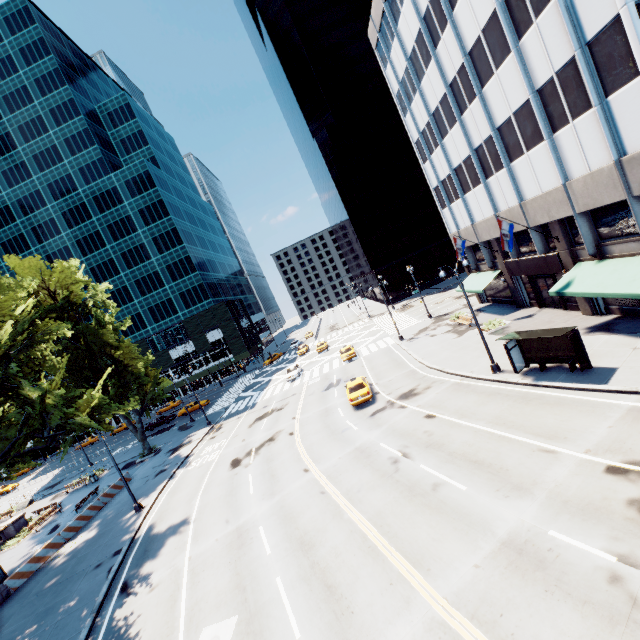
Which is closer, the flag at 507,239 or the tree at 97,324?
the tree at 97,324

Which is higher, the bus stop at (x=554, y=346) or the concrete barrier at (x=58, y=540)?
the bus stop at (x=554, y=346)

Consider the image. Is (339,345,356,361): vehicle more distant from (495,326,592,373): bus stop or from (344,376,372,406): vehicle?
(495,326,592,373): bus stop

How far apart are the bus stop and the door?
9.5m

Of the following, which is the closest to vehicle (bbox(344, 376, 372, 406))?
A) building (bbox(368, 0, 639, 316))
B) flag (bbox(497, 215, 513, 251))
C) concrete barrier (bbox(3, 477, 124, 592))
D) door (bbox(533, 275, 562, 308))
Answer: flag (bbox(497, 215, 513, 251))

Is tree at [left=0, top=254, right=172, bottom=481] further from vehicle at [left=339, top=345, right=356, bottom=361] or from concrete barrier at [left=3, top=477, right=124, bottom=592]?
vehicle at [left=339, top=345, right=356, bottom=361]

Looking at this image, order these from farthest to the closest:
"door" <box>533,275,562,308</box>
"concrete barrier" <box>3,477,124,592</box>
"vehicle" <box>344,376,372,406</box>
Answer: "door" <box>533,275,562,308</box> → "vehicle" <box>344,376,372,406</box> → "concrete barrier" <box>3,477,124,592</box>

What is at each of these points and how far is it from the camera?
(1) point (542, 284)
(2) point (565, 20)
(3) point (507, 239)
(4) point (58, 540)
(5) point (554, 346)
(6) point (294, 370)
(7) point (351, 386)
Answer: (1) door, 26.45m
(2) building, 15.13m
(3) flag, 21.84m
(4) concrete barrier, 23.42m
(5) bus stop, 17.22m
(6) vehicle, 43.53m
(7) vehicle, 25.50m
